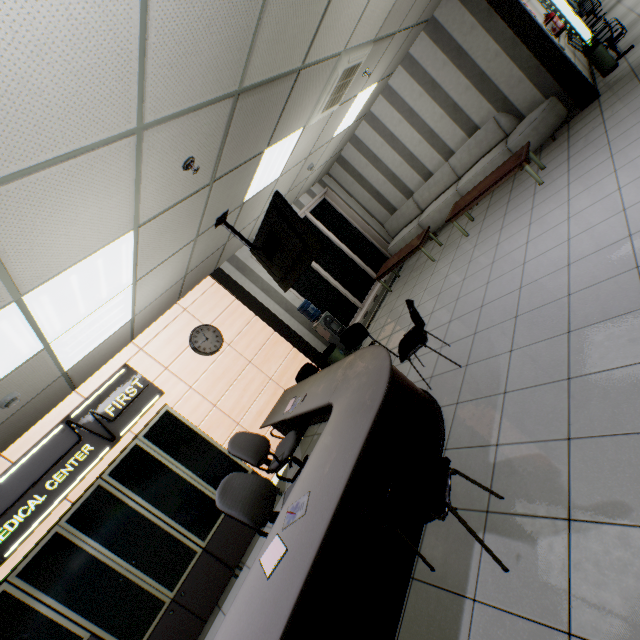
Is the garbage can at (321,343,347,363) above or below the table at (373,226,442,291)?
below

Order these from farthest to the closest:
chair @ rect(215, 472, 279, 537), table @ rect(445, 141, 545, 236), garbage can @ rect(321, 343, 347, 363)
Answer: garbage can @ rect(321, 343, 347, 363)
table @ rect(445, 141, 545, 236)
chair @ rect(215, 472, 279, 537)

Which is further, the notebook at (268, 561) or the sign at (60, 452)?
the sign at (60, 452)

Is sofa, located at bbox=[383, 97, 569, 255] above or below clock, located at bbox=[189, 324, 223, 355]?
below

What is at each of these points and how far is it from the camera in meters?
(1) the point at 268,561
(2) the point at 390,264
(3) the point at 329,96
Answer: (1) notebook, 2.3 m
(2) table, 7.6 m
(3) air conditioning vent, 4.3 m

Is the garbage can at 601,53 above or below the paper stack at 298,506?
below

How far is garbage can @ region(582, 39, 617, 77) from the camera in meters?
6.1

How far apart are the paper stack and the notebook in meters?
0.2 m
